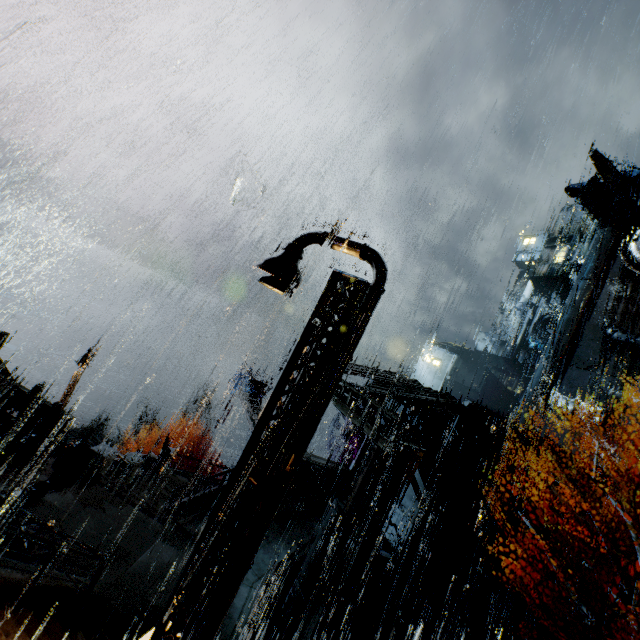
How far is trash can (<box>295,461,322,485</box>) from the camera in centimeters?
1880cm

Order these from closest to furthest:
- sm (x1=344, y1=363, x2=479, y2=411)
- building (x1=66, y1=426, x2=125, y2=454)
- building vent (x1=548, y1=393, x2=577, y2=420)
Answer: sm (x1=344, y1=363, x2=479, y2=411) < building (x1=66, y1=426, x2=125, y2=454) < building vent (x1=548, y1=393, x2=577, y2=420)

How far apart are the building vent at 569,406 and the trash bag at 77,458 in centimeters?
3729cm

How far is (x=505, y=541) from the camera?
19.73m

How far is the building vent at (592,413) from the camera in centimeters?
2819cm

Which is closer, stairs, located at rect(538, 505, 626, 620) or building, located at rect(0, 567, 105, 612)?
building, located at rect(0, 567, 105, 612)

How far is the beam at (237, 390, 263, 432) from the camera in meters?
22.6
